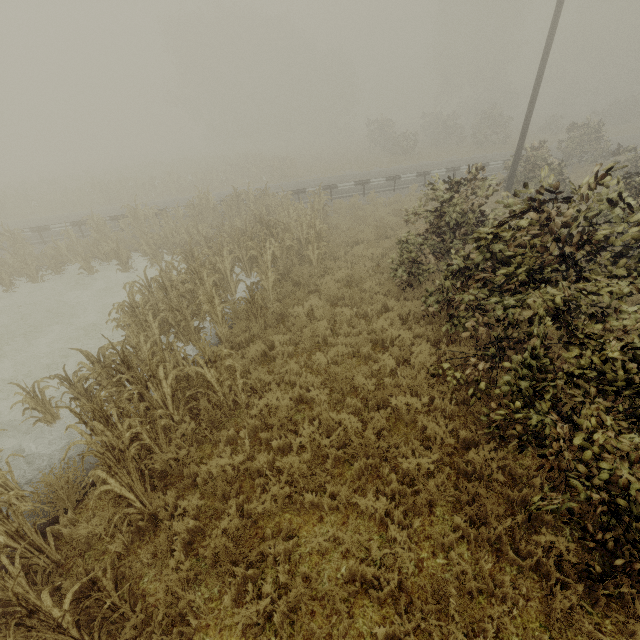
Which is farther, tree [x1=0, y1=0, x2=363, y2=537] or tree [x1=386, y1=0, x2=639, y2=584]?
tree [x1=0, y1=0, x2=363, y2=537]

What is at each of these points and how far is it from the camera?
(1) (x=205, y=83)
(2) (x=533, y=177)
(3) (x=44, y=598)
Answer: (1) tree, 44.06m
(2) tree, 14.24m
(3) tree, 2.85m

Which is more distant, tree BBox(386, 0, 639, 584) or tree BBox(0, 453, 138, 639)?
tree BBox(386, 0, 639, 584)

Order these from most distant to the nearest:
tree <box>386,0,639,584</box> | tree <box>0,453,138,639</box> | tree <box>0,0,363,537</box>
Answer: tree <box>0,0,363,537</box>
tree <box>386,0,639,584</box>
tree <box>0,453,138,639</box>

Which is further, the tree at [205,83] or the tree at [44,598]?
the tree at [205,83]
